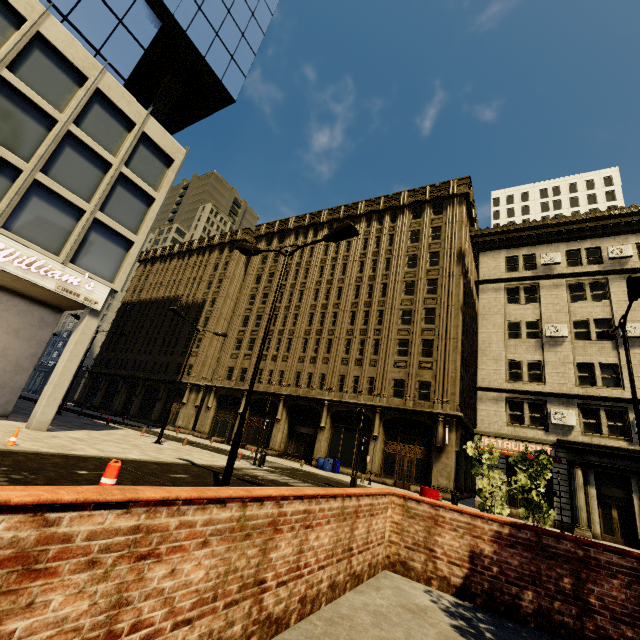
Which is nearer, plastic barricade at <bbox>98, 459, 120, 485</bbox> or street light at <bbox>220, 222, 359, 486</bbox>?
plastic barricade at <bbox>98, 459, 120, 485</bbox>

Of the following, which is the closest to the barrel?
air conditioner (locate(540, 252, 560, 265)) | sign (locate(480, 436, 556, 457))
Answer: sign (locate(480, 436, 556, 457))

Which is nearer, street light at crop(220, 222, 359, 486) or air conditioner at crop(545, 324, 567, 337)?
street light at crop(220, 222, 359, 486)

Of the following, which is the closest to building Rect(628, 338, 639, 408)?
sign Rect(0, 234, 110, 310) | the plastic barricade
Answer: sign Rect(0, 234, 110, 310)

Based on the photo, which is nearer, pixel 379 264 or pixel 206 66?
pixel 206 66

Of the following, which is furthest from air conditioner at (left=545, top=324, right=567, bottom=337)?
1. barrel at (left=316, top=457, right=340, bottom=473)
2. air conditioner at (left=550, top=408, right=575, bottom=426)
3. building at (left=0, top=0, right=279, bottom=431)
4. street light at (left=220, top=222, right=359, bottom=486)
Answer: street light at (left=220, top=222, right=359, bottom=486)

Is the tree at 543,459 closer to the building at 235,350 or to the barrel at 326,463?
the building at 235,350

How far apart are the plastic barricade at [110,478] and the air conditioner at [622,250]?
30.4m
